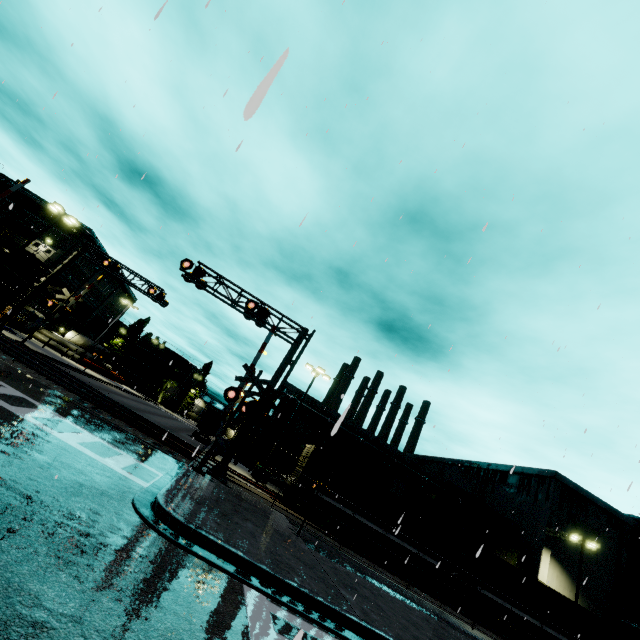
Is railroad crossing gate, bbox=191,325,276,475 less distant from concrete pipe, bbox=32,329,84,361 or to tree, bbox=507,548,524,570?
A: concrete pipe, bbox=32,329,84,361

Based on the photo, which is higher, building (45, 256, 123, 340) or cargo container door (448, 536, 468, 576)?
building (45, 256, 123, 340)

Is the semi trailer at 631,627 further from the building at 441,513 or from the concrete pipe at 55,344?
the concrete pipe at 55,344

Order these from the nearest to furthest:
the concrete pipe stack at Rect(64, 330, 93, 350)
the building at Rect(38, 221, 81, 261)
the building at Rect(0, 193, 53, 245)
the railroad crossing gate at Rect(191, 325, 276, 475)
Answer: the railroad crossing gate at Rect(191, 325, 276, 475) → the building at Rect(0, 193, 53, 245) → the building at Rect(38, 221, 81, 261) → the concrete pipe stack at Rect(64, 330, 93, 350)

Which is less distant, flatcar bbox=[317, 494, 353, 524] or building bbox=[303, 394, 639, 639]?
flatcar bbox=[317, 494, 353, 524]

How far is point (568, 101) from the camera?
10.2 meters

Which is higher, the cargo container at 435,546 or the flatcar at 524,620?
the cargo container at 435,546

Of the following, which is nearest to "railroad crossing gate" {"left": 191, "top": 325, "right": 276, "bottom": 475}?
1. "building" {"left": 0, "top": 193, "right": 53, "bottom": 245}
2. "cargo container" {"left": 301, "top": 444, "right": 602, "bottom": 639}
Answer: "cargo container" {"left": 301, "top": 444, "right": 602, "bottom": 639}
